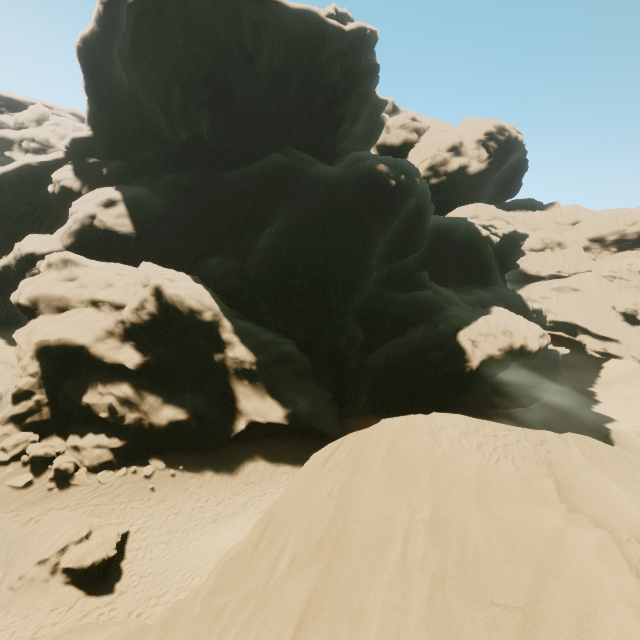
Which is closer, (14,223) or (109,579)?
(109,579)

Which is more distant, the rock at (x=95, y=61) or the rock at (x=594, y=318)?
the rock at (x=594, y=318)

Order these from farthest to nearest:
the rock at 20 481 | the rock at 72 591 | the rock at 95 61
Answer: the rock at 20 481
the rock at 72 591
the rock at 95 61

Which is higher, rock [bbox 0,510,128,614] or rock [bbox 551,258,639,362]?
rock [bbox 551,258,639,362]

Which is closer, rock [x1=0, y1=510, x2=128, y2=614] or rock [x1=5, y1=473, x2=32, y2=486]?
rock [x1=0, y1=510, x2=128, y2=614]

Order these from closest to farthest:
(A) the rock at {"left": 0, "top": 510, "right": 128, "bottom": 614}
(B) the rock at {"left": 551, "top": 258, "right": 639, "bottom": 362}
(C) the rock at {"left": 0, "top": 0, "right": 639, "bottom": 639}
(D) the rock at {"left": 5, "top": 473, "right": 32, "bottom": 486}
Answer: (C) the rock at {"left": 0, "top": 0, "right": 639, "bottom": 639}, (A) the rock at {"left": 0, "top": 510, "right": 128, "bottom": 614}, (D) the rock at {"left": 5, "top": 473, "right": 32, "bottom": 486}, (B) the rock at {"left": 551, "top": 258, "right": 639, "bottom": 362}
